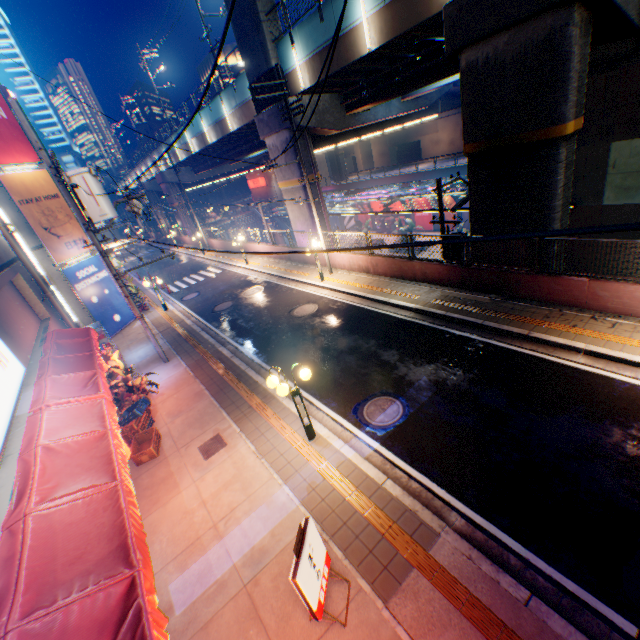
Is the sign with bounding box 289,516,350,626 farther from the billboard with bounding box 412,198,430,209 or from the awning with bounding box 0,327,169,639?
the billboard with bounding box 412,198,430,209

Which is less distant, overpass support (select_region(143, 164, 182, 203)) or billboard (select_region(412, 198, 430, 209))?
billboard (select_region(412, 198, 430, 209))

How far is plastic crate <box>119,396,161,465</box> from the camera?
9.0m

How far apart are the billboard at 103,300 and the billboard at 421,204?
33.41m

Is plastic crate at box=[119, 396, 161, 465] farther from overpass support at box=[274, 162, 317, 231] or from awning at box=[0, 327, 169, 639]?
overpass support at box=[274, 162, 317, 231]

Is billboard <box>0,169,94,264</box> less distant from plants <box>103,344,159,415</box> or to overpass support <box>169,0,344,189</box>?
plants <box>103,344,159,415</box>

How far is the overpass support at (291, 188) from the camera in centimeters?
2046cm

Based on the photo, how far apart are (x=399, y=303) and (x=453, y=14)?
9.6m
